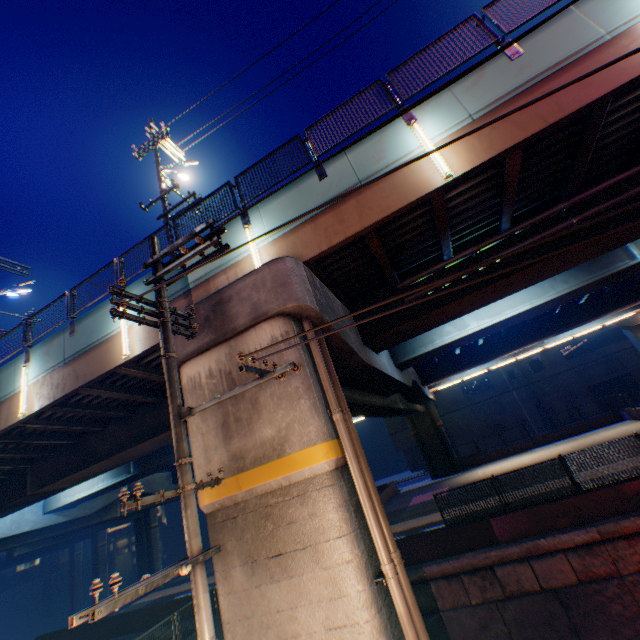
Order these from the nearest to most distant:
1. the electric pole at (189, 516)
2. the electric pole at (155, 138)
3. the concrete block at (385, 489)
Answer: the electric pole at (189, 516), the electric pole at (155, 138), the concrete block at (385, 489)

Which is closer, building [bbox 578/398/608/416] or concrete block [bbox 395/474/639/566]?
concrete block [bbox 395/474/639/566]

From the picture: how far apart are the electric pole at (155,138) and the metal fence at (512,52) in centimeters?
1133cm

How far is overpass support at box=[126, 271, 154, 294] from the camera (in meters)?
10.21

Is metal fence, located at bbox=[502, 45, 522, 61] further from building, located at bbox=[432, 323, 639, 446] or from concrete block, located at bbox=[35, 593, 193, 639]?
building, located at bbox=[432, 323, 639, 446]

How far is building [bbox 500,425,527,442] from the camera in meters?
39.0 m

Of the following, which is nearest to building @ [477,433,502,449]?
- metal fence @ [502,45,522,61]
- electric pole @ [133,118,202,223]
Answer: electric pole @ [133,118,202,223]

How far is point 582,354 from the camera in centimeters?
3881cm
